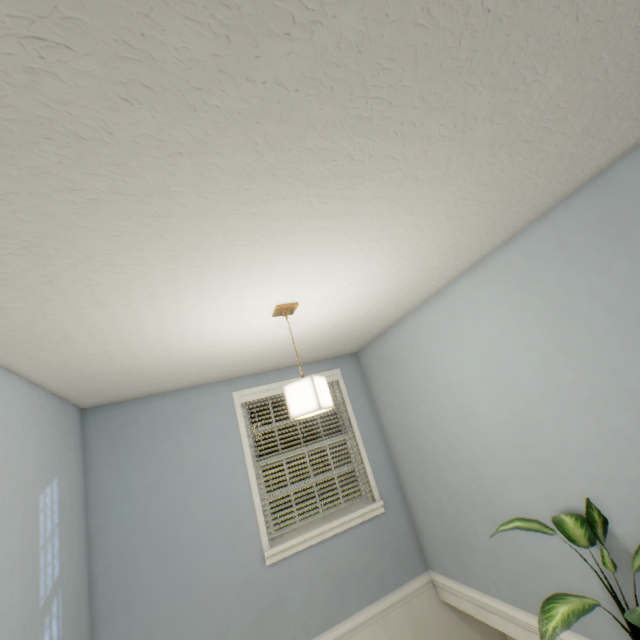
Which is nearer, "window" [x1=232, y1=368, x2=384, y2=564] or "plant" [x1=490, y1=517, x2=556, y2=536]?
"plant" [x1=490, y1=517, x2=556, y2=536]

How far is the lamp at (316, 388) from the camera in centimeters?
179cm

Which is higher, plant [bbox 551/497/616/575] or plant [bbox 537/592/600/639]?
plant [bbox 551/497/616/575]

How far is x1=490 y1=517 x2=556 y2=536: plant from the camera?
1.7m

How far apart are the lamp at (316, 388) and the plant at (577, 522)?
1.16m

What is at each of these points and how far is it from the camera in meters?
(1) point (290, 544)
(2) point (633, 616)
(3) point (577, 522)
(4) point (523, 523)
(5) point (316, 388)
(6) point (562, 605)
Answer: (1) window, 3.0
(2) plant, 1.3
(3) plant, 1.8
(4) plant, 1.8
(5) lamp, 1.8
(6) plant, 1.5
